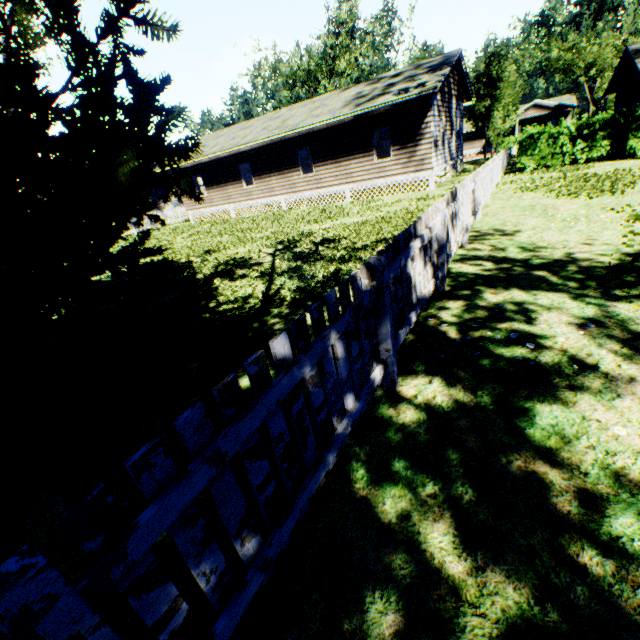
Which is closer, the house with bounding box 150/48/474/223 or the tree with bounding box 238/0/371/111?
the house with bounding box 150/48/474/223

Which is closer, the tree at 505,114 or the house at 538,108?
the tree at 505,114

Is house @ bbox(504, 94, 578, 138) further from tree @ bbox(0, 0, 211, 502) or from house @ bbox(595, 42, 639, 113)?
house @ bbox(595, 42, 639, 113)

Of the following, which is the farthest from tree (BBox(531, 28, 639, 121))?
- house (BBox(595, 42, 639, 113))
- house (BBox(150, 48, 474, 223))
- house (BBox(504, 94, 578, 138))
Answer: house (BBox(504, 94, 578, 138))

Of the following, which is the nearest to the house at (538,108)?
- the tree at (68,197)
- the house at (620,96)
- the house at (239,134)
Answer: the tree at (68,197)

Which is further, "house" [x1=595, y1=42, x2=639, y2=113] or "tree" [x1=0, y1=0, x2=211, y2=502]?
"house" [x1=595, y1=42, x2=639, y2=113]

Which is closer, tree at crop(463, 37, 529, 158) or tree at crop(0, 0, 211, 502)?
tree at crop(0, 0, 211, 502)

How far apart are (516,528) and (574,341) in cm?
244
